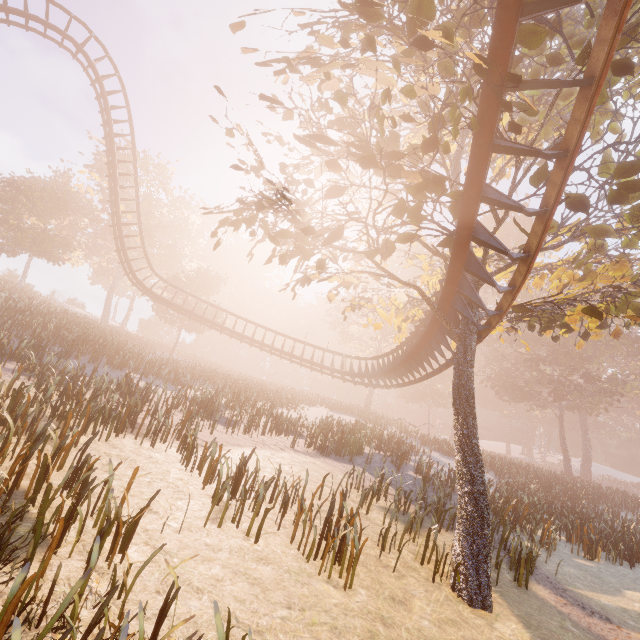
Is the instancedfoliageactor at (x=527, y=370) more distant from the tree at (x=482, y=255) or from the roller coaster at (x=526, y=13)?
the roller coaster at (x=526, y=13)

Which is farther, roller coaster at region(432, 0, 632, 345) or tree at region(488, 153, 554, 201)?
tree at region(488, 153, 554, 201)

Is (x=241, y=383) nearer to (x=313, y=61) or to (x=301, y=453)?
(x=301, y=453)

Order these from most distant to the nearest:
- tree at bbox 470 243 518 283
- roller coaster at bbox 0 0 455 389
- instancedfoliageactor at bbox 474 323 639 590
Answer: roller coaster at bbox 0 0 455 389 < instancedfoliageactor at bbox 474 323 639 590 < tree at bbox 470 243 518 283

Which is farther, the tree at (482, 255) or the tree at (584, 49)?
the tree at (482, 255)

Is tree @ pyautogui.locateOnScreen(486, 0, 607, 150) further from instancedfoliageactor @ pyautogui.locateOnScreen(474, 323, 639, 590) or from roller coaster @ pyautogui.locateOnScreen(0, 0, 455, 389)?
instancedfoliageactor @ pyautogui.locateOnScreen(474, 323, 639, 590)

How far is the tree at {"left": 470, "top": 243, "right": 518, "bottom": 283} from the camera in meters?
8.4 m
